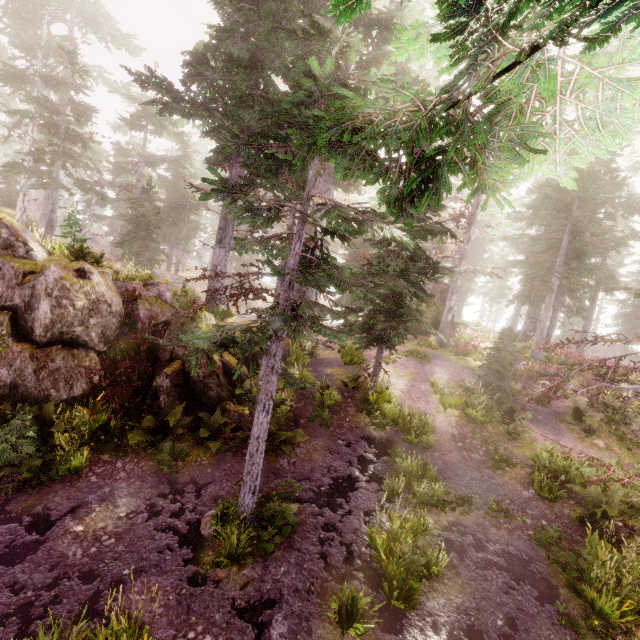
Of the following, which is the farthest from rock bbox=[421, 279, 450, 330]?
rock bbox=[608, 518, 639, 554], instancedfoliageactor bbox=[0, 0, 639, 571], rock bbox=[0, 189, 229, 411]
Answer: rock bbox=[608, 518, 639, 554]

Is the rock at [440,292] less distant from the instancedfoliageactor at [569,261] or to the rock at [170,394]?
the instancedfoliageactor at [569,261]

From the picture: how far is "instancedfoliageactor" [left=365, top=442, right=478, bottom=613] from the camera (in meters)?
6.39

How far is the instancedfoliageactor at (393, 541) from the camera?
6.4 meters

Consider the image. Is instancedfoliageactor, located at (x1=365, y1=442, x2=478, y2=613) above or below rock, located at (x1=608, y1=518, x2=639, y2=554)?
below

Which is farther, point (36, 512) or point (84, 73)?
point (84, 73)

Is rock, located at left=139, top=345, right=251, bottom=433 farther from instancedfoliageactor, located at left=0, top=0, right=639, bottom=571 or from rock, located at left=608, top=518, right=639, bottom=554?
rock, located at left=608, top=518, right=639, bottom=554

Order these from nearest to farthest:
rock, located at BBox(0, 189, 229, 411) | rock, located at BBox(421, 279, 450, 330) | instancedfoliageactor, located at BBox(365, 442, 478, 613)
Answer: instancedfoliageactor, located at BBox(365, 442, 478, 613), rock, located at BBox(0, 189, 229, 411), rock, located at BBox(421, 279, 450, 330)
